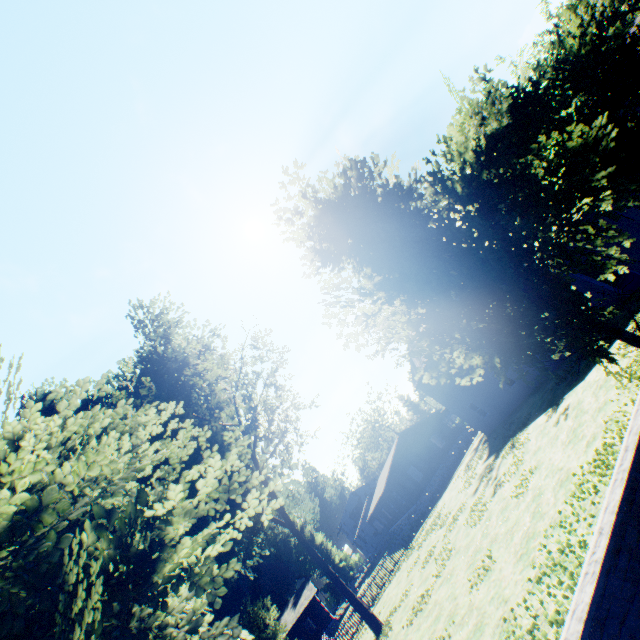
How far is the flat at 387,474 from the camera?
36.9 meters

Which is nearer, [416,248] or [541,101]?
[416,248]

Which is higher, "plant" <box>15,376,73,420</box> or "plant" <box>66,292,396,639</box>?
"plant" <box>15,376,73,420</box>

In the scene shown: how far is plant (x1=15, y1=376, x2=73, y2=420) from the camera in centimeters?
2848cm

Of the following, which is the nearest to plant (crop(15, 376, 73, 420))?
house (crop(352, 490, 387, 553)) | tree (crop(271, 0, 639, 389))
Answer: house (crop(352, 490, 387, 553))

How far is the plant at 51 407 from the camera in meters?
28.5 m

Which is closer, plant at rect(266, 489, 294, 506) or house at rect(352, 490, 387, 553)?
plant at rect(266, 489, 294, 506)

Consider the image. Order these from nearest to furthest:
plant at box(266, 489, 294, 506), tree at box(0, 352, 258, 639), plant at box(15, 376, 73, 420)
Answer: tree at box(0, 352, 258, 639)
plant at box(266, 489, 294, 506)
plant at box(15, 376, 73, 420)
